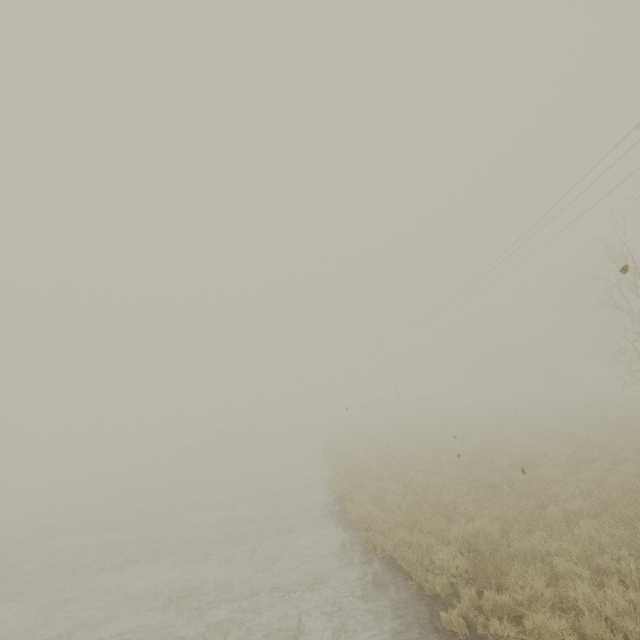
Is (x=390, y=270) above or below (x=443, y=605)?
above
